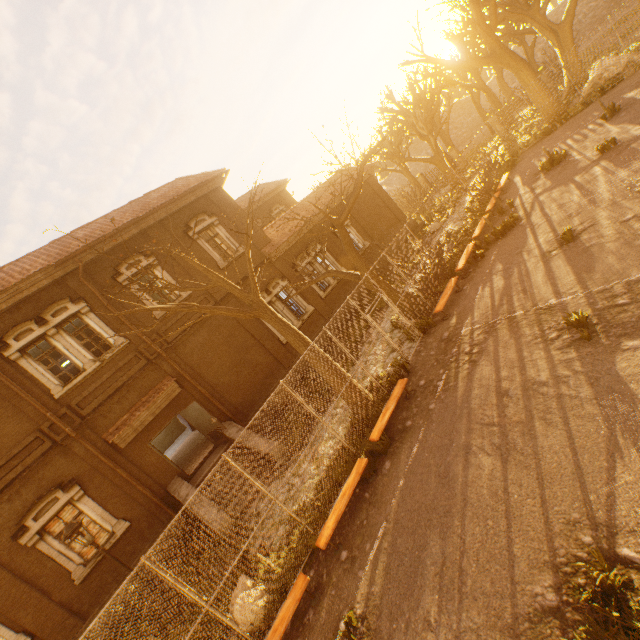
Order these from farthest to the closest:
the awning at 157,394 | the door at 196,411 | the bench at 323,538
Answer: the door at 196,411, the awning at 157,394, the bench at 323,538

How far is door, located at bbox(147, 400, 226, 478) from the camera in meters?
12.8

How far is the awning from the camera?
12.0 meters

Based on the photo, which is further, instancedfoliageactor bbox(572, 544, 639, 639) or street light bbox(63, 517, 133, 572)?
street light bbox(63, 517, 133, 572)

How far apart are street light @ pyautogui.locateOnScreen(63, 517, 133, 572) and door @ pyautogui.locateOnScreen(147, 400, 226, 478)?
4.24m

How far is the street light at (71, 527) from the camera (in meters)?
7.98

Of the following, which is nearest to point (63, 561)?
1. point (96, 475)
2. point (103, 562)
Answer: point (103, 562)

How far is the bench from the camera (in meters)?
6.46
